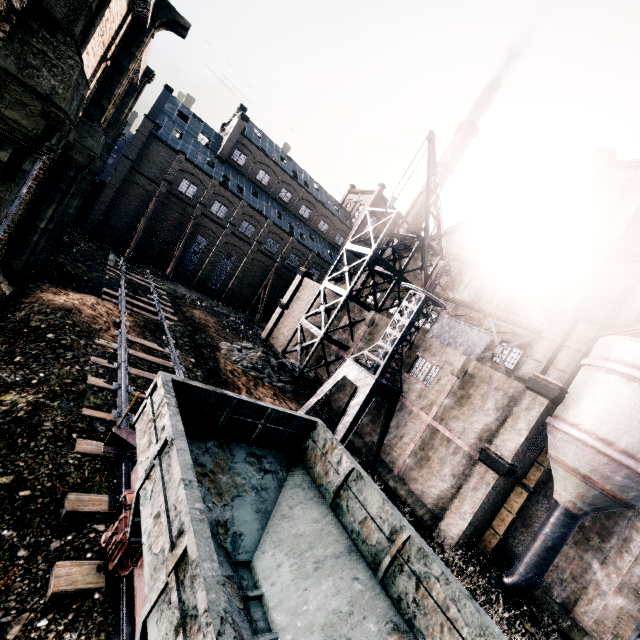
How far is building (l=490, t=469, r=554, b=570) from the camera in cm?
1812

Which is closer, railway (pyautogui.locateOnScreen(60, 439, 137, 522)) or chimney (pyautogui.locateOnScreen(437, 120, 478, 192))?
A: railway (pyautogui.locateOnScreen(60, 439, 137, 522))

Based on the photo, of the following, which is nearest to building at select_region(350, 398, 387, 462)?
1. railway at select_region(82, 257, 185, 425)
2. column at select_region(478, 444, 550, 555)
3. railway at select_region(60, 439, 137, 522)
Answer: column at select_region(478, 444, 550, 555)

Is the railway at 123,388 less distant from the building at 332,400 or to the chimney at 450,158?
the building at 332,400

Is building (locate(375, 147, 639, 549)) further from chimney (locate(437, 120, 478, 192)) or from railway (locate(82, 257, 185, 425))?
railway (locate(82, 257, 185, 425))

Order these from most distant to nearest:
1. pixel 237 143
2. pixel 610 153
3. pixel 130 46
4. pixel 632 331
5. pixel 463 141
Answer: pixel 237 143
pixel 463 141
pixel 610 153
pixel 632 331
pixel 130 46

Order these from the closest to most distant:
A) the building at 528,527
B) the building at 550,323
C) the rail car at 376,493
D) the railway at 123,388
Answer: the rail car at 376,493 → the railway at 123,388 → the building at 550,323 → the building at 528,527

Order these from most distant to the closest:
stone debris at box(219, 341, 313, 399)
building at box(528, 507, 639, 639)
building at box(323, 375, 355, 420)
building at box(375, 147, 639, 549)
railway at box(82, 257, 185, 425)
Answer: building at box(323, 375, 355, 420) → stone debris at box(219, 341, 313, 399) → building at box(375, 147, 639, 549) → building at box(528, 507, 639, 639) → railway at box(82, 257, 185, 425)
